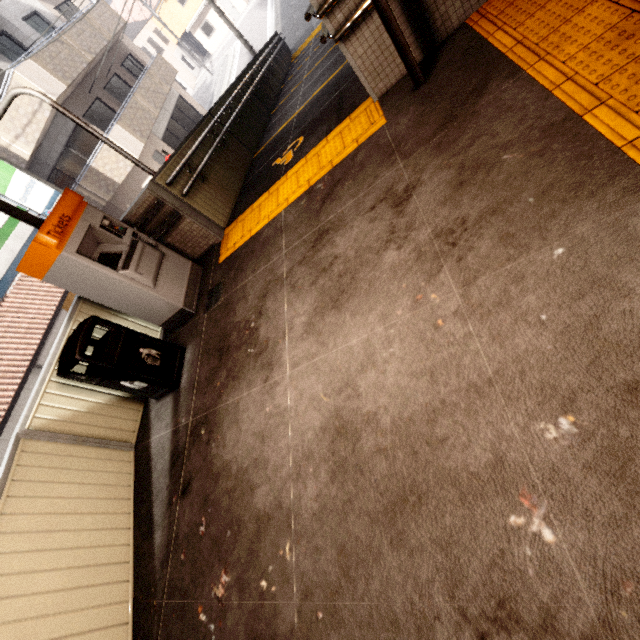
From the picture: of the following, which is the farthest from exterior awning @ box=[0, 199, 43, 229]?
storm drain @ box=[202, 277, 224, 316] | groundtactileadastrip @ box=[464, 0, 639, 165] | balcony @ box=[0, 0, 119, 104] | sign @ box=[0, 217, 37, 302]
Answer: balcony @ box=[0, 0, 119, 104]

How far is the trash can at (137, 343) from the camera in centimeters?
339cm

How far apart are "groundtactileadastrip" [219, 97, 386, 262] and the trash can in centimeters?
138cm

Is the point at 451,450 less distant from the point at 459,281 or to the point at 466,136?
the point at 459,281

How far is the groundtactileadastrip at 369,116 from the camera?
3.58m

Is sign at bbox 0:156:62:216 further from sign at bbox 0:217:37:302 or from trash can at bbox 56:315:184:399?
trash can at bbox 56:315:184:399

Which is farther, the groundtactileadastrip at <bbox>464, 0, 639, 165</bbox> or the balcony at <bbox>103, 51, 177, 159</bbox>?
the balcony at <bbox>103, 51, 177, 159</bbox>

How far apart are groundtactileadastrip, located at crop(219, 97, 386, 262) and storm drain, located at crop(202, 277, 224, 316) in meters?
0.4 m
